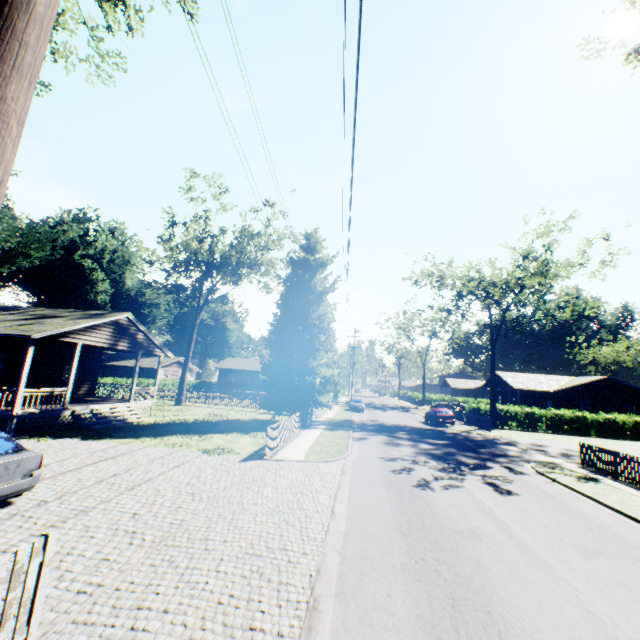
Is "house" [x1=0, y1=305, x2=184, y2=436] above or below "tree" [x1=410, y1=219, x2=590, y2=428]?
below

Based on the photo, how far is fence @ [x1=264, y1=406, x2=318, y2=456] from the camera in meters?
14.3 m

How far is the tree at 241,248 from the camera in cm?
2839

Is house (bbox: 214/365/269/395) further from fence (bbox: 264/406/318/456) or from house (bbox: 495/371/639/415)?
house (bbox: 495/371/639/415)

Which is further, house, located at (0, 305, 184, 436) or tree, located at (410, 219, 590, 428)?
tree, located at (410, 219, 590, 428)

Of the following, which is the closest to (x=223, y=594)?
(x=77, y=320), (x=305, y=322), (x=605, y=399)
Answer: (x=77, y=320)

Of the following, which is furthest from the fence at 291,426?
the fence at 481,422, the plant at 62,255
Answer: the fence at 481,422

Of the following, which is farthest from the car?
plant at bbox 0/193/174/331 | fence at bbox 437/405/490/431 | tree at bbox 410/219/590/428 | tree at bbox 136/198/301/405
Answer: tree at bbox 410/219/590/428
